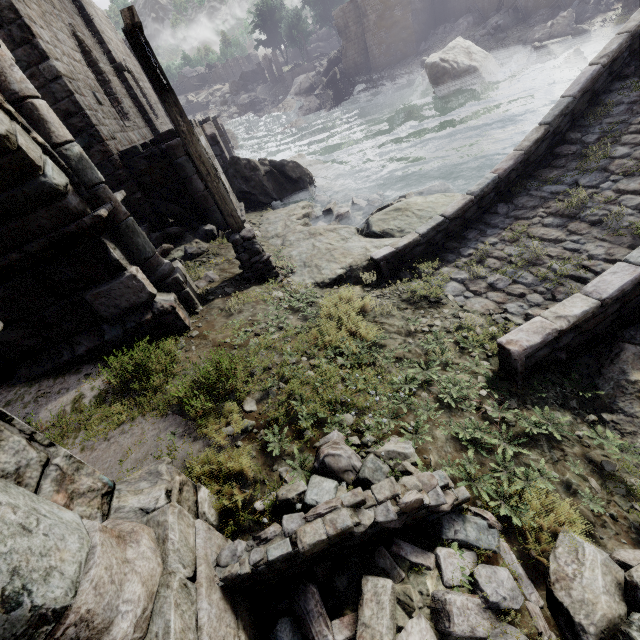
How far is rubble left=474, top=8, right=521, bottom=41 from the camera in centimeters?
2572cm

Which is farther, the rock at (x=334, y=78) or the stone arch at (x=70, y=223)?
the rock at (x=334, y=78)

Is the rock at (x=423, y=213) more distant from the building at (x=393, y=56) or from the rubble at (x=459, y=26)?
the rubble at (x=459, y=26)

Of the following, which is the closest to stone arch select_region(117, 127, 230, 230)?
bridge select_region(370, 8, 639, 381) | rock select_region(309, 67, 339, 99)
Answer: bridge select_region(370, 8, 639, 381)

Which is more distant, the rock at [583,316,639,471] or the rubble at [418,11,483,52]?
the rubble at [418,11,483,52]

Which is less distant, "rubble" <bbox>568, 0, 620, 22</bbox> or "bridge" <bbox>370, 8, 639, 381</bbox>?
"bridge" <bbox>370, 8, 639, 381</bbox>

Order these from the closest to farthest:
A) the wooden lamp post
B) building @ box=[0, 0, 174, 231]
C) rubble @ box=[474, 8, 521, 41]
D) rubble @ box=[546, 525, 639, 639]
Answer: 1. rubble @ box=[546, 525, 639, 639]
2. the wooden lamp post
3. building @ box=[0, 0, 174, 231]
4. rubble @ box=[474, 8, 521, 41]

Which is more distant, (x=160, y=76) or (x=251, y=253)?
(x=251, y=253)
